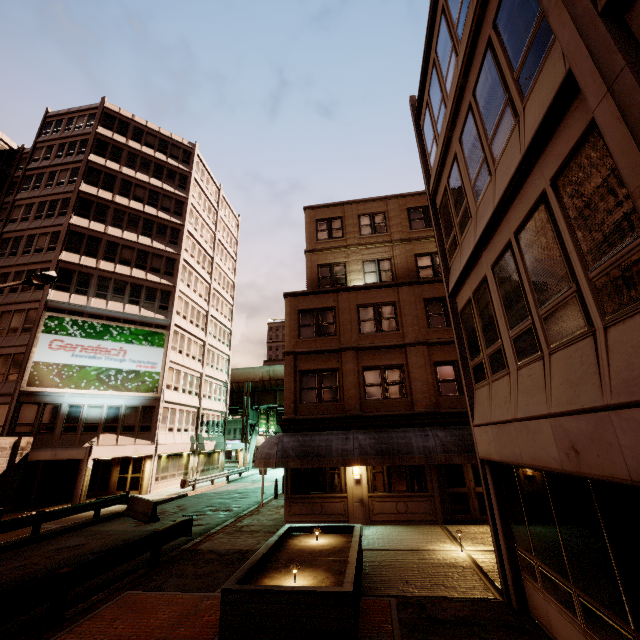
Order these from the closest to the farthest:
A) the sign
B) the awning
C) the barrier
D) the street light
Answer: the street light → the awning → the barrier → the sign

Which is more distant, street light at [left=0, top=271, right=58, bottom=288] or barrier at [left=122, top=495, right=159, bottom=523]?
barrier at [left=122, top=495, right=159, bottom=523]

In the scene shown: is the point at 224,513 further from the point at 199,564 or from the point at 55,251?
the point at 55,251

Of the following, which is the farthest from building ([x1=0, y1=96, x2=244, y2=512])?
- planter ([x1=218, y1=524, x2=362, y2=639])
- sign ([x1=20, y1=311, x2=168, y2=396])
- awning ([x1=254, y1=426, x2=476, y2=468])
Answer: planter ([x1=218, y1=524, x2=362, y2=639])

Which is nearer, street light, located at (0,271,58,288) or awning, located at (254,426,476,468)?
street light, located at (0,271,58,288)

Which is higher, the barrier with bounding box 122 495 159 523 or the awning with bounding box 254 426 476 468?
the awning with bounding box 254 426 476 468

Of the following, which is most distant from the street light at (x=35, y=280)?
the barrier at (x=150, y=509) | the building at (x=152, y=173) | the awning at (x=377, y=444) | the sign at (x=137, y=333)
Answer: the sign at (x=137, y=333)

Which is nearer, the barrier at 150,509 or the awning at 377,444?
the awning at 377,444
